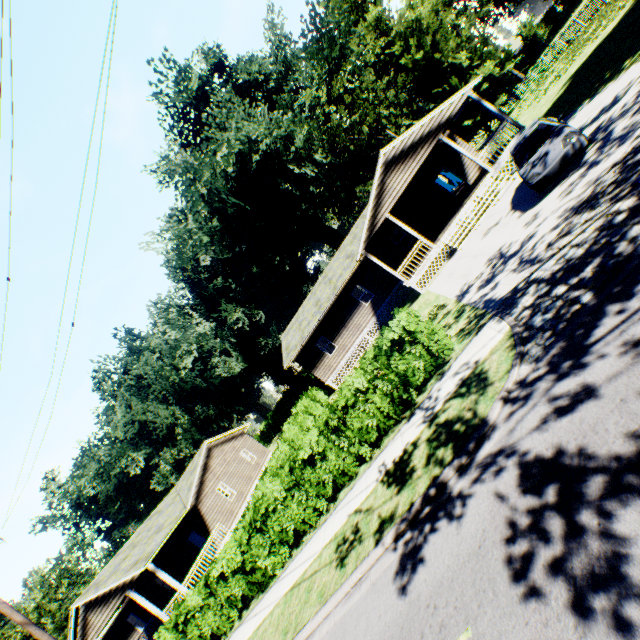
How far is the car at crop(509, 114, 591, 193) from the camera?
10.1 meters

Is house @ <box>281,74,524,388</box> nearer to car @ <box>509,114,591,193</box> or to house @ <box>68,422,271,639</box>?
car @ <box>509,114,591,193</box>

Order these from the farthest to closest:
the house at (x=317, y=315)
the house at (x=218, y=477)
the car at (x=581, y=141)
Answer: the house at (x=218, y=477) < the house at (x=317, y=315) < the car at (x=581, y=141)

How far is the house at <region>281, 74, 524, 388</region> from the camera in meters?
17.7 m

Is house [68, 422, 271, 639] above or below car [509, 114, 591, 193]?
above

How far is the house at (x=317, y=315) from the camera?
17.7 meters

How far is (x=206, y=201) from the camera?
36.50m
